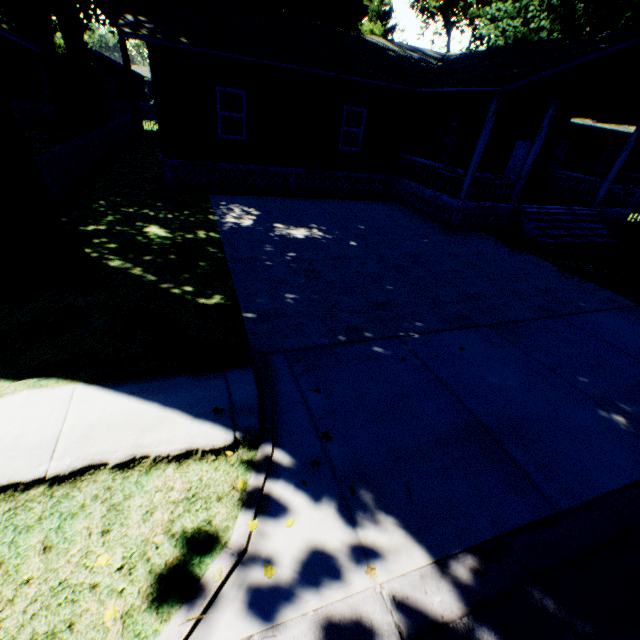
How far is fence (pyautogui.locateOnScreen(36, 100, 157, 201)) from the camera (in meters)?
9.54

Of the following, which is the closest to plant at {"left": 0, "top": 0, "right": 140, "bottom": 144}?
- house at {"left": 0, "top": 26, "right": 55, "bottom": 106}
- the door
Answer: house at {"left": 0, "top": 26, "right": 55, "bottom": 106}

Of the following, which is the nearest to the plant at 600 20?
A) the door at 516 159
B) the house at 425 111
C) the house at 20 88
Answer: the house at 20 88

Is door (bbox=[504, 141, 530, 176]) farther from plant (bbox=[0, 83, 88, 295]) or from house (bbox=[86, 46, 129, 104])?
house (bbox=[86, 46, 129, 104])

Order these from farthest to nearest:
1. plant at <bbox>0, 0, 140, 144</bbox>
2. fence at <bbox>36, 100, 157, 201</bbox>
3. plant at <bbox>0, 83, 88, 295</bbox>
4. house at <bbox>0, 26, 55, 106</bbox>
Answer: house at <bbox>0, 26, 55, 106</bbox> → plant at <bbox>0, 0, 140, 144</bbox> → fence at <bbox>36, 100, 157, 201</bbox> → plant at <bbox>0, 83, 88, 295</bbox>

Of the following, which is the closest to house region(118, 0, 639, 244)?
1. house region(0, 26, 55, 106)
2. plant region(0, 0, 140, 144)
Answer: plant region(0, 0, 140, 144)

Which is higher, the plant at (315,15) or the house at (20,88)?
the plant at (315,15)

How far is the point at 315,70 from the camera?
11.1 meters
